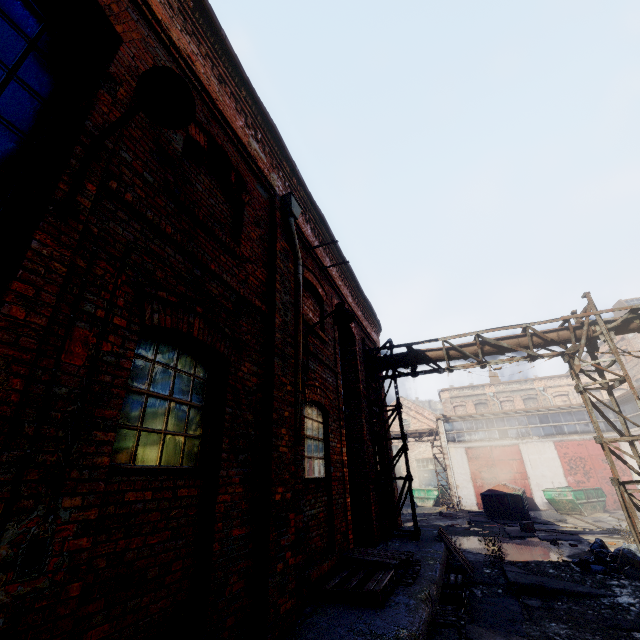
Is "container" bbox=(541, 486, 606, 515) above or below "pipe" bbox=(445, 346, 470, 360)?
below

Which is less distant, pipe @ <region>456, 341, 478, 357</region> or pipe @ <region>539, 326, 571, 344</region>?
pipe @ <region>539, 326, 571, 344</region>

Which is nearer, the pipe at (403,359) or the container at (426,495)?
the pipe at (403,359)

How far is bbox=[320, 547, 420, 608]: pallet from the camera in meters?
4.5

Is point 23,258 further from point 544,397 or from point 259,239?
point 544,397

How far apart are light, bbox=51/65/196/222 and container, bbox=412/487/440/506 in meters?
31.6 m

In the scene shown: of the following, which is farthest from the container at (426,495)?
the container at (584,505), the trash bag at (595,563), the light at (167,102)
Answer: the light at (167,102)

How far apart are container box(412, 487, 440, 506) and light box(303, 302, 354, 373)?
27.4 meters
